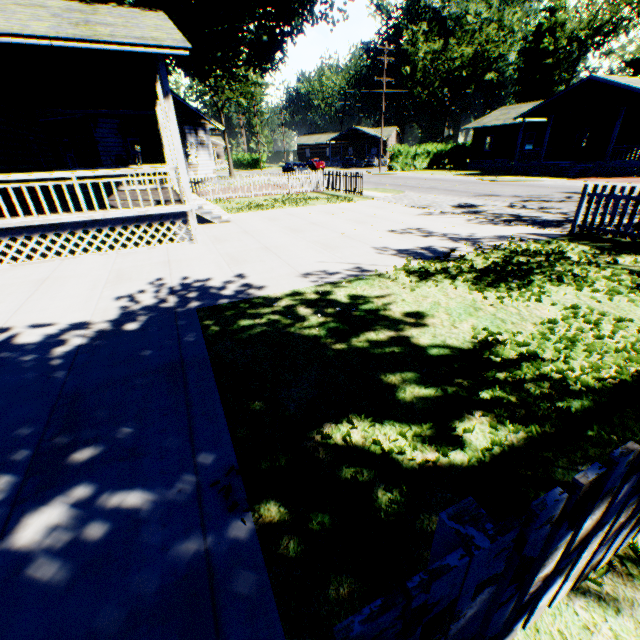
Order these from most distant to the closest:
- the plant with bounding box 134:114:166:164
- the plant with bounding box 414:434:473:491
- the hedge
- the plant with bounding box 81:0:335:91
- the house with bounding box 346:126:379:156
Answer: the house with bounding box 346:126:379:156 < the hedge < the plant with bounding box 134:114:166:164 < the plant with bounding box 81:0:335:91 < the plant with bounding box 414:434:473:491

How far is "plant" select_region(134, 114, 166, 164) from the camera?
17.3m

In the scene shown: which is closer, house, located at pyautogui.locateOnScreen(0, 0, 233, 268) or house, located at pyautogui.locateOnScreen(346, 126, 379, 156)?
house, located at pyautogui.locateOnScreen(0, 0, 233, 268)

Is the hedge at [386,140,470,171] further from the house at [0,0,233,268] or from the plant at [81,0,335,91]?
the house at [0,0,233,268]

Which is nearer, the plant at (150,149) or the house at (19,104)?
Result: the house at (19,104)

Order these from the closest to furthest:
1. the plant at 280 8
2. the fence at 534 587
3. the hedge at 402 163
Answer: the fence at 534 587
the plant at 280 8
the hedge at 402 163

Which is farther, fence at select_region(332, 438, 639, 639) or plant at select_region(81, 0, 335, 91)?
plant at select_region(81, 0, 335, 91)

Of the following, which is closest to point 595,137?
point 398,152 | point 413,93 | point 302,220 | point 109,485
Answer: point 398,152
